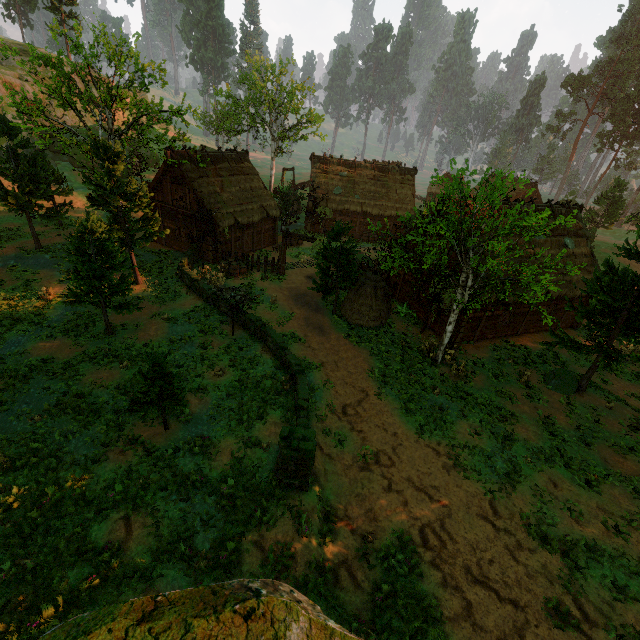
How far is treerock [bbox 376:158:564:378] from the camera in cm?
1219

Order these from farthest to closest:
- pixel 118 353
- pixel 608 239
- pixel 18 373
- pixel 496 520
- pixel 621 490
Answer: pixel 608 239
pixel 118 353
pixel 18 373
pixel 621 490
pixel 496 520

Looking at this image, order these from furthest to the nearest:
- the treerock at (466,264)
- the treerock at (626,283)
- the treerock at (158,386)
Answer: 1. the treerock at (626,283)
2. the treerock at (466,264)
3. the treerock at (158,386)

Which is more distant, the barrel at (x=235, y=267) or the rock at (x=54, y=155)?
the rock at (x=54, y=155)

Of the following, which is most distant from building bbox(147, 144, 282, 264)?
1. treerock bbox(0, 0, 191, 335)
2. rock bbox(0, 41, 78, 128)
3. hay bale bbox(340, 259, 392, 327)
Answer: rock bbox(0, 41, 78, 128)

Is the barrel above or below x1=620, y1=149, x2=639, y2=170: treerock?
below

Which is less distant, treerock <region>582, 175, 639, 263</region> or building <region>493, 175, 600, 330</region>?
treerock <region>582, 175, 639, 263</region>

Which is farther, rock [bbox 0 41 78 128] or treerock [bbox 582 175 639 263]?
rock [bbox 0 41 78 128]
